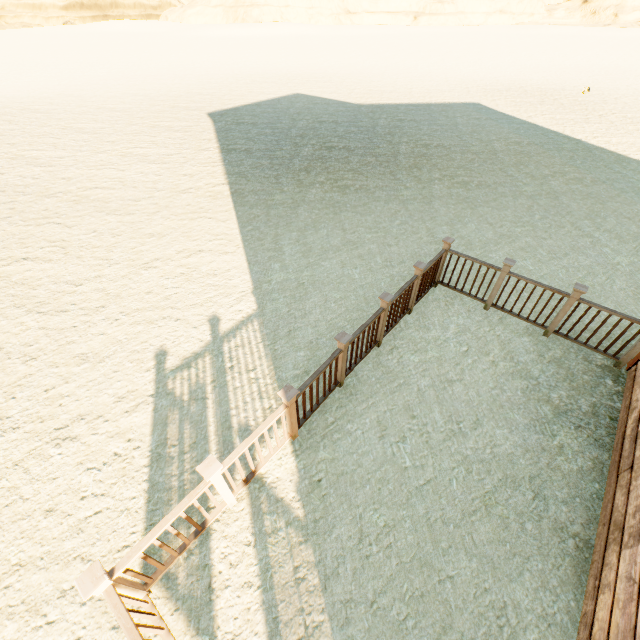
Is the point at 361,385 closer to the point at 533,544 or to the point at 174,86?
the point at 533,544
